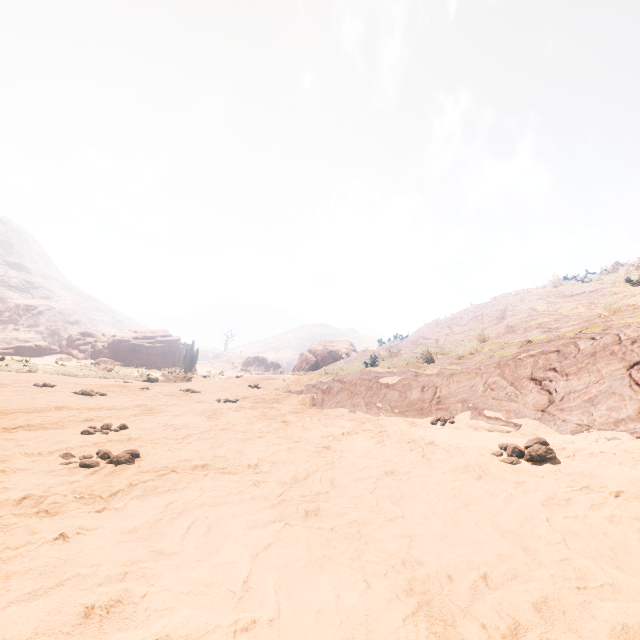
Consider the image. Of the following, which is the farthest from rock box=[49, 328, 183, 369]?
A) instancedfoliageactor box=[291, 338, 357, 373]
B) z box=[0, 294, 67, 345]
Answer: z box=[0, 294, 67, 345]

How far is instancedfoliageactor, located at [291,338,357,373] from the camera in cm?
2388

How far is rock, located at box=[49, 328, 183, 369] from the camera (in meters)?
34.03

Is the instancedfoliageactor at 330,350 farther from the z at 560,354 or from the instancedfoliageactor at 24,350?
the instancedfoliageactor at 24,350

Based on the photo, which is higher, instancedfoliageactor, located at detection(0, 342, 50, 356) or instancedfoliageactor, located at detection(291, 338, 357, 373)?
instancedfoliageactor, located at detection(291, 338, 357, 373)

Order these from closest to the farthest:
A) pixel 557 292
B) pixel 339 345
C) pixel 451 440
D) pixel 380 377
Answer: pixel 451 440
pixel 380 377
pixel 557 292
pixel 339 345

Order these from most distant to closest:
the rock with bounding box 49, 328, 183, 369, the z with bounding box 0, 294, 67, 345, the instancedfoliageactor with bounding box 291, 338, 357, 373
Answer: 1. the z with bounding box 0, 294, 67, 345
2. the rock with bounding box 49, 328, 183, 369
3. the instancedfoliageactor with bounding box 291, 338, 357, 373

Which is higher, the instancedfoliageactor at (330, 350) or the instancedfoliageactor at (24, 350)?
the instancedfoliageactor at (330, 350)
